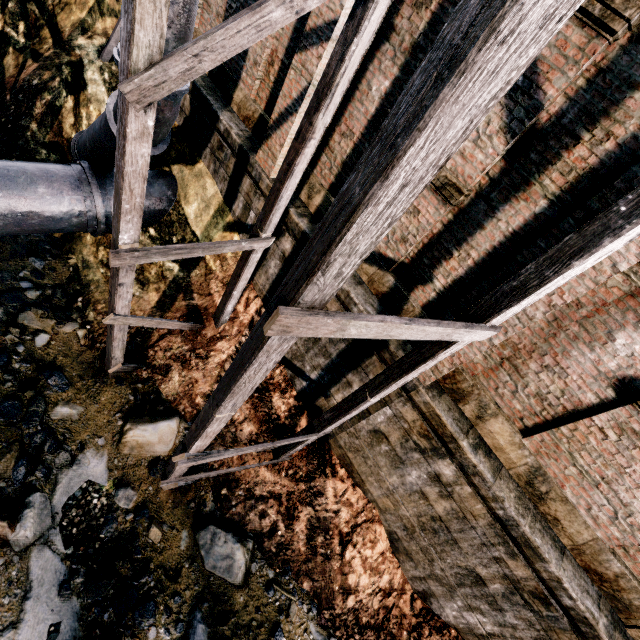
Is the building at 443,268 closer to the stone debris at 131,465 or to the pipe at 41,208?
the pipe at 41,208

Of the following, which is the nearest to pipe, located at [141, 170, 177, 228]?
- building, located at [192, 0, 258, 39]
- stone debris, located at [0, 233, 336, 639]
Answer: stone debris, located at [0, 233, 336, 639]

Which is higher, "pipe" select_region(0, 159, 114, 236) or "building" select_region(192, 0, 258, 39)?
"building" select_region(192, 0, 258, 39)

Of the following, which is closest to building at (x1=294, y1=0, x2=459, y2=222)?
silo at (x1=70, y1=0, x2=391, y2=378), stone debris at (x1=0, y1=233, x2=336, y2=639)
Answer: silo at (x1=70, y1=0, x2=391, y2=378)

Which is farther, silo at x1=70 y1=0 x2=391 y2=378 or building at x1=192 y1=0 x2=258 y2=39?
building at x1=192 y1=0 x2=258 y2=39

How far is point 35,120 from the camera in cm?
1077

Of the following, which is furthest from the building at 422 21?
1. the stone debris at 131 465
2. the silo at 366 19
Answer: the stone debris at 131 465

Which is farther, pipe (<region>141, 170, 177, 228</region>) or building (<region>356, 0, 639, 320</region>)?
pipe (<region>141, 170, 177, 228</region>)
